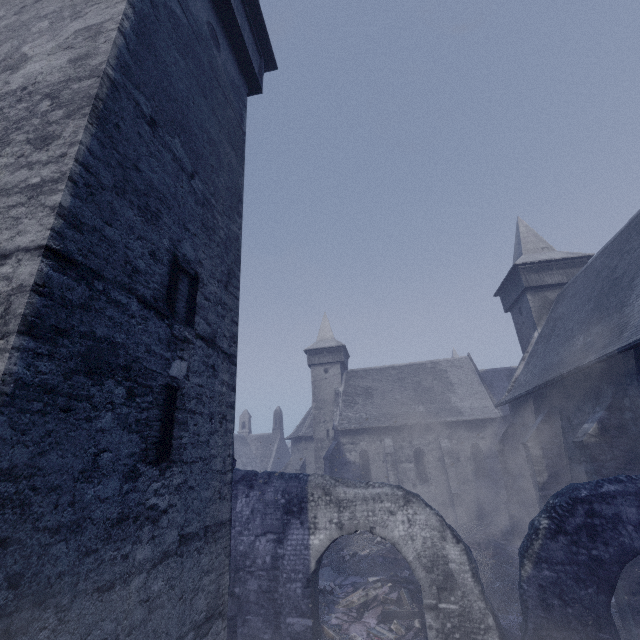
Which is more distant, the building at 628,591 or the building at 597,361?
the building at 628,591

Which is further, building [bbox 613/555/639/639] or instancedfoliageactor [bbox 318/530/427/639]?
instancedfoliageactor [bbox 318/530/427/639]

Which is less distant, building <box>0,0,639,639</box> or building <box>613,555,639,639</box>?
building <box>0,0,639,639</box>

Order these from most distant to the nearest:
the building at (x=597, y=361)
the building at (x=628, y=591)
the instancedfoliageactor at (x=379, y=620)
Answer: the instancedfoliageactor at (x=379, y=620)
the building at (x=628, y=591)
the building at (x=597, y=361)

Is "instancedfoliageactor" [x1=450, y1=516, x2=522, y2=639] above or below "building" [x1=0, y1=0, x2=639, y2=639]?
below

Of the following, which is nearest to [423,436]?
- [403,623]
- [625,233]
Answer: [403,623]

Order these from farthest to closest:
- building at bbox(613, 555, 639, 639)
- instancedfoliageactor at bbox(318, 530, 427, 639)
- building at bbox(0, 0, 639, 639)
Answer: instancedfoliageactor at bbox(318, 530, 427, 639) → building at bbox(613, 555, 639, 639) → building at bbox(0, 0, 639, 639)
